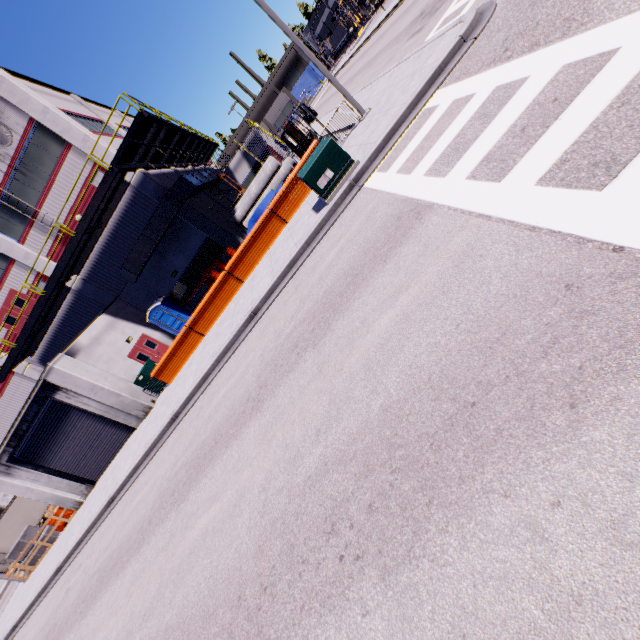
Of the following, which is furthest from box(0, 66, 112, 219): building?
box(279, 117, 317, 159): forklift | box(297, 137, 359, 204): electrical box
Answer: box(297, 137, 359, 204): electrical box

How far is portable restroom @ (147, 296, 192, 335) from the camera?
20.8 meters

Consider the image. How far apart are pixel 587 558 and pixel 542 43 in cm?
710

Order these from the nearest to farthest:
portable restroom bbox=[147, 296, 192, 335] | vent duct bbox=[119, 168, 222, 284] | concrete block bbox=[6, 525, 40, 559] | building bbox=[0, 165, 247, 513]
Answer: building bbox=[0, 165, 247, 513]
vent duct bbox=[119, 168, 222, 284]
concrete block bbox=[6, 525, 40, 559]
portable restroom bbox=[147, 296, 192, 335]

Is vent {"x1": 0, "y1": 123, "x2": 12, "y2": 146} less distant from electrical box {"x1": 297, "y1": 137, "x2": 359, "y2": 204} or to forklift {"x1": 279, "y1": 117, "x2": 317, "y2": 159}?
forklift {"x1": 279, "y1": 117, "x2": 317, "y2": 159}

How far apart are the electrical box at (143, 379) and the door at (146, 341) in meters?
0.7

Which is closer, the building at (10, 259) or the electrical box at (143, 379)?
the electrical box at (143, 379)

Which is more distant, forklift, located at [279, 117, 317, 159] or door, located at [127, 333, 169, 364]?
door, located at [127, 333, 169, 364]
